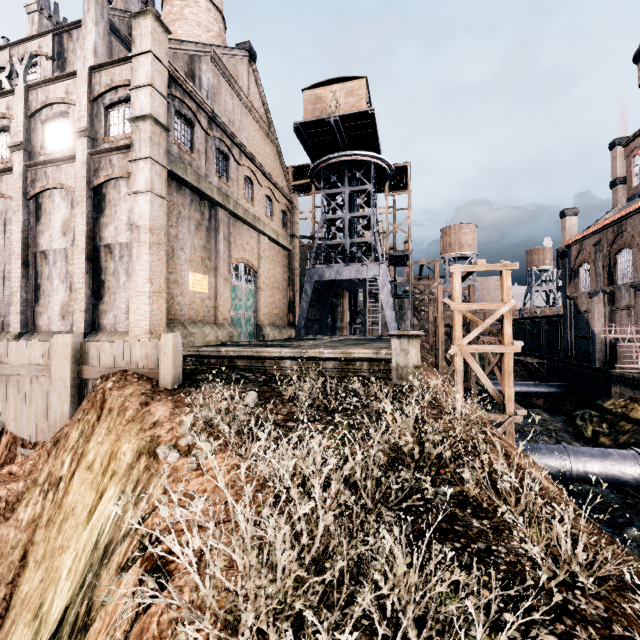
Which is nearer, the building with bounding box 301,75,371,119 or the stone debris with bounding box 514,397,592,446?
the stone debris with bounding box 514,397,592,446

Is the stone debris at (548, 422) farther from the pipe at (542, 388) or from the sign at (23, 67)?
the sign at (23, 67)

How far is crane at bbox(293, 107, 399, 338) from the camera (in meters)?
26.92

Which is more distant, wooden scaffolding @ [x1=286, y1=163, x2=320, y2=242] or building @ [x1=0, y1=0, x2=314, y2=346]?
wooden scaffolding @ [x1=286, y1=163, x2=320, y2=242]

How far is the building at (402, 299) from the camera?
41.5 meters

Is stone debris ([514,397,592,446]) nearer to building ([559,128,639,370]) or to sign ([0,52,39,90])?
building ([559,128,639,370])

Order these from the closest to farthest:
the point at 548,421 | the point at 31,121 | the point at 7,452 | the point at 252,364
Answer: the point at 7,452
the point at 252,364
the point at 31,121
the point at 548,421

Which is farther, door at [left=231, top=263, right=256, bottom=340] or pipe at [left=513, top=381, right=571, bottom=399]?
pipe at [left=513, top=381, right=571, bottom=399]
